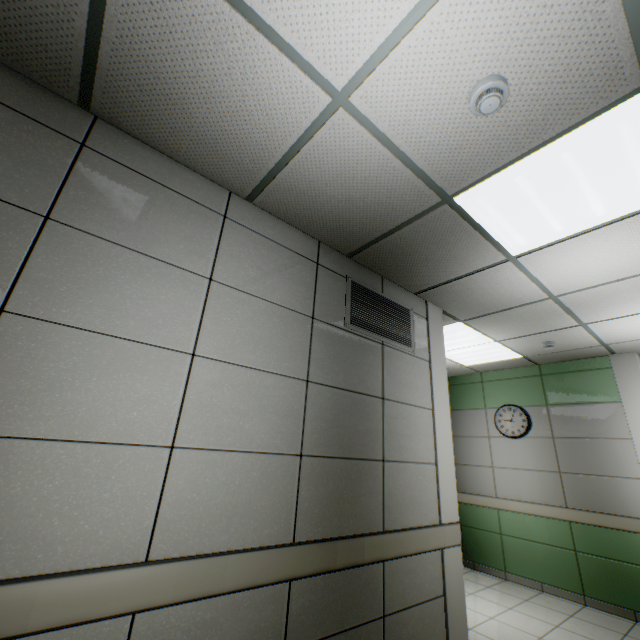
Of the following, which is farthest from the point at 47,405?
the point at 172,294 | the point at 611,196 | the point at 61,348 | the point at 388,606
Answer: the point at 611,196

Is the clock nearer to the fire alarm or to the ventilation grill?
the ventilation grill

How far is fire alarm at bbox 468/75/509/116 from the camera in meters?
1.5

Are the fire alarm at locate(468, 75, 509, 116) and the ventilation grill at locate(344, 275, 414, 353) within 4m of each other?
yes

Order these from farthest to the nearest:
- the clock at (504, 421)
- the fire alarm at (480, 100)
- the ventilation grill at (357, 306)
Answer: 1. the clock at (504, 421)
2. the ventilation grill at (357, 306)
3. the fire alarm at (480, 100)

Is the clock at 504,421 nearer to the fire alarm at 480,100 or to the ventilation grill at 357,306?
the ventilation grill at 357,306

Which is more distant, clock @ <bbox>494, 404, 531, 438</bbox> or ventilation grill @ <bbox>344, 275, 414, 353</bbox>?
clock @ <bbox>494, 404, 531, 438</bbox>

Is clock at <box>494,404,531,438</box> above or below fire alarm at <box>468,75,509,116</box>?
below
